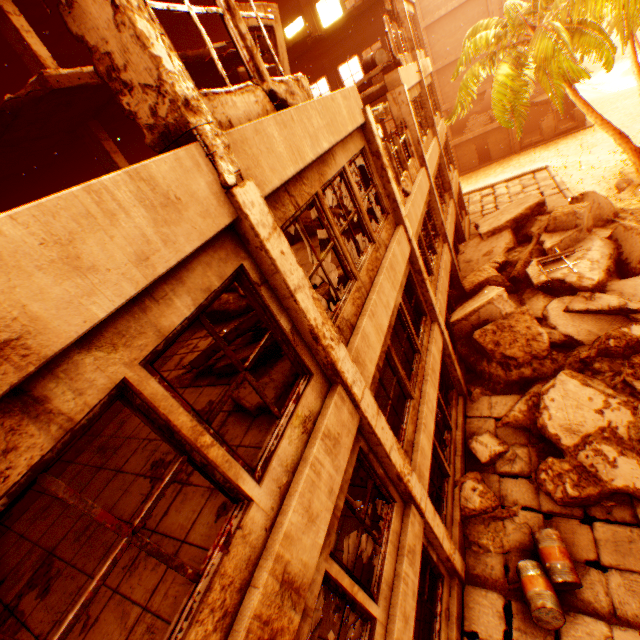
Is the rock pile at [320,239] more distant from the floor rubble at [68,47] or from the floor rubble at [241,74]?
the floor rubble at [68,47]

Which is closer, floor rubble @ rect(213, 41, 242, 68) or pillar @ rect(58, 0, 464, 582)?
pillar @ rect(58, 0, 464, 582)

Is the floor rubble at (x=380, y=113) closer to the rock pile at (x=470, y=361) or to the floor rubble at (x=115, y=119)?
the floor rubble at (x=115, y=119)

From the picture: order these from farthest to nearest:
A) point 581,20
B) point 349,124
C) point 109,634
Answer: point 581,20, point 349,124, point 109,634

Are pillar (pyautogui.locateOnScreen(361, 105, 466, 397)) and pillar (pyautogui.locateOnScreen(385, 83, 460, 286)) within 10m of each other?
yes

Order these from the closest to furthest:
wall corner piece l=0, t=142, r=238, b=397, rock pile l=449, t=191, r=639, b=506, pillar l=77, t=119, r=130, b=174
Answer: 1. wall corner piece l=0, t=142, r=238, b=397
2. rock pile l=449, t=191, r=639, b=506
3. pillar l=77, t=119, r=130, b=174

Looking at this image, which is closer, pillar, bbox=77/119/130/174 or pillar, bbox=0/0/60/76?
pillar, bbox=0/0/60/76

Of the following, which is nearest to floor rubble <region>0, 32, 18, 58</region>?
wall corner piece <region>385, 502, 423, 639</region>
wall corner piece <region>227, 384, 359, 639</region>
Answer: wall corner piece <region>227, 384, 359, 639</region>
